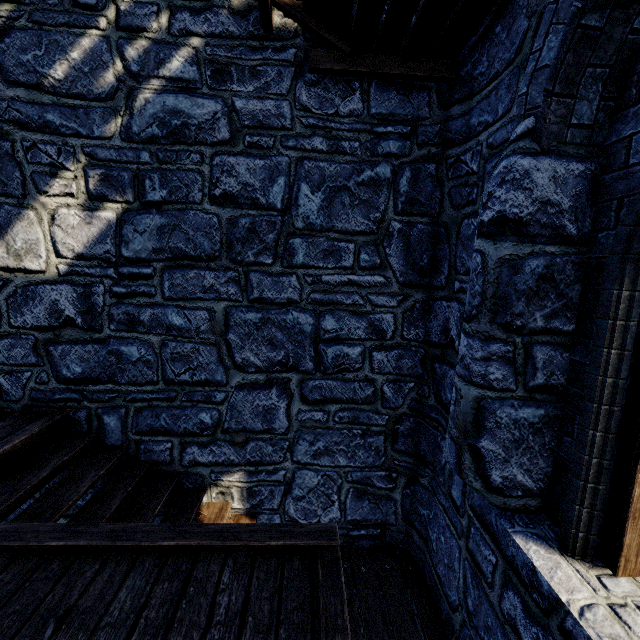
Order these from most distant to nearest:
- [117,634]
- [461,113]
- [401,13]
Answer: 1. [461,113]
2. [401,13]
3. [117,634]
